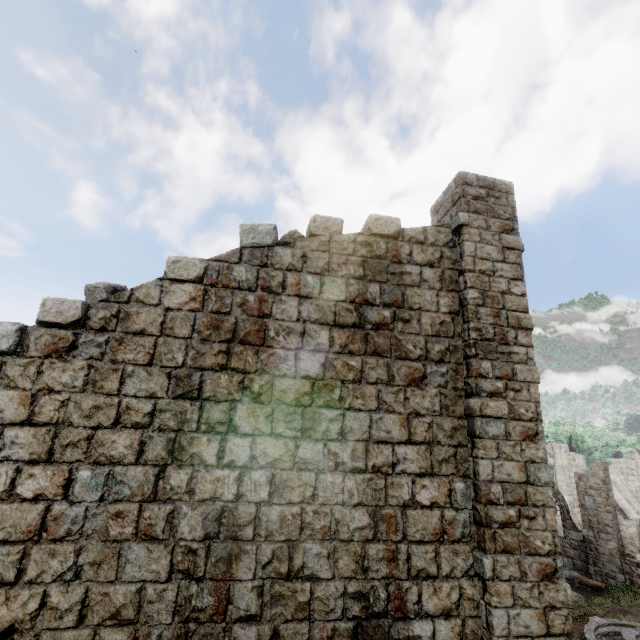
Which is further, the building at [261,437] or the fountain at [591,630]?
the fountain at [591,630]

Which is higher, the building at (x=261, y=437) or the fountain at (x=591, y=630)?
the building at (x=261, y=437)

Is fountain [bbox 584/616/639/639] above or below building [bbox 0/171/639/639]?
below

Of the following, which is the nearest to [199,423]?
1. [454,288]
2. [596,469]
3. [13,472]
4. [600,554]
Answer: [13,472]

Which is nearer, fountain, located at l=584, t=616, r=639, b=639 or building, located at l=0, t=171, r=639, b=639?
building, located at l=0, t=171, r=639, b=639
